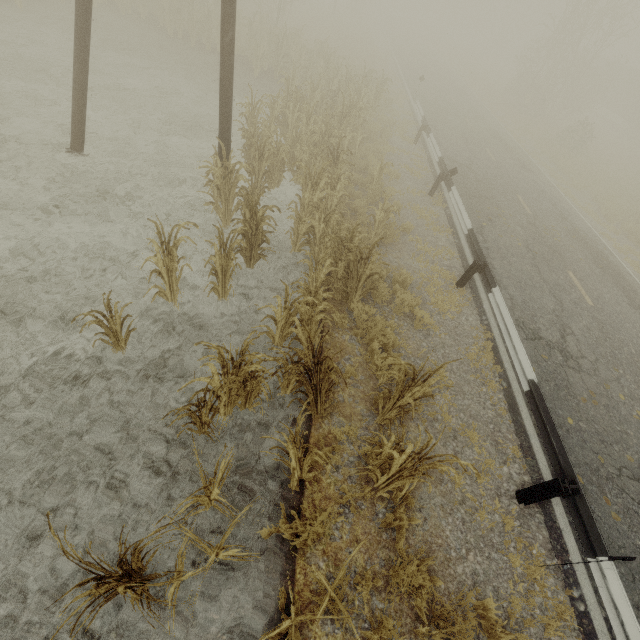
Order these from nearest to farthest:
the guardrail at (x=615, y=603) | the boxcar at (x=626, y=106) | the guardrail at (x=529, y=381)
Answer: the guardrail at (x=615, y=603) < the guardrail at (x=529, y=381) < the boxcar at (x=626, y=106)

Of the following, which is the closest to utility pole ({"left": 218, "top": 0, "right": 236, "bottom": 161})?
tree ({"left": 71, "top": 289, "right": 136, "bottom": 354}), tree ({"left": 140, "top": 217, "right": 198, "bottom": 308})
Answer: tree ({"left": 140, "top": 217, "right": 198, "bottom": 308})

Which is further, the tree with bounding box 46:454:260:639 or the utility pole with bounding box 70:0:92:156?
the utility pole with bounding box 70:0:92:156

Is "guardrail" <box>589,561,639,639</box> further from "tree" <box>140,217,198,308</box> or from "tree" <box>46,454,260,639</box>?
"tree" <box>140,217,198,308</box>

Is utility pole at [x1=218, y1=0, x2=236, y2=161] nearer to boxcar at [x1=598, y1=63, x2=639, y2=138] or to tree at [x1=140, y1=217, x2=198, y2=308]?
tree at [x1=140, y1=217, x2=198, y2=308]

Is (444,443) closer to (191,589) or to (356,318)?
(356,318)

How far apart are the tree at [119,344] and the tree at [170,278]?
0.7m
